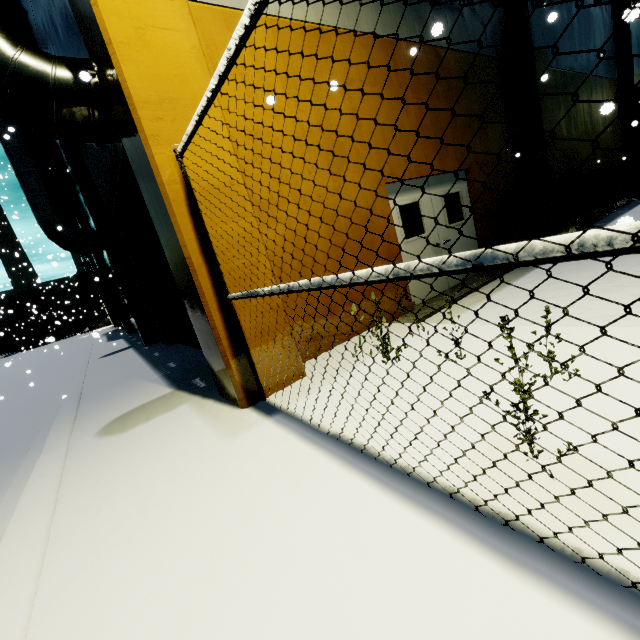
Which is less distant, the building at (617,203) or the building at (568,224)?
the building at (568,224)

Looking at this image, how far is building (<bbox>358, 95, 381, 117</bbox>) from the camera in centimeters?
561cm

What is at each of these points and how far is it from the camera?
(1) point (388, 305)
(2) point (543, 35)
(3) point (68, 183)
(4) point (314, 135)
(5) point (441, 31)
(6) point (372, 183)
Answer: (1) building, 6.0m
(2) building, 8.6m
(3) pipe, 16.8m
(4) building, 5.1m
(5) building, 2.2m
(6) building, 5.8m

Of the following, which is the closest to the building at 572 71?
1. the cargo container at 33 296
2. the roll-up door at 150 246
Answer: the roll-up door at 150 246

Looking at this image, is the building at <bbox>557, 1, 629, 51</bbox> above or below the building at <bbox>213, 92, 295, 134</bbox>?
above

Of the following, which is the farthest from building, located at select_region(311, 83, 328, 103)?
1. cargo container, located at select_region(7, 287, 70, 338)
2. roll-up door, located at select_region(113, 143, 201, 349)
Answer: cargo container, located at select_region(7, 287, 70, 338)
